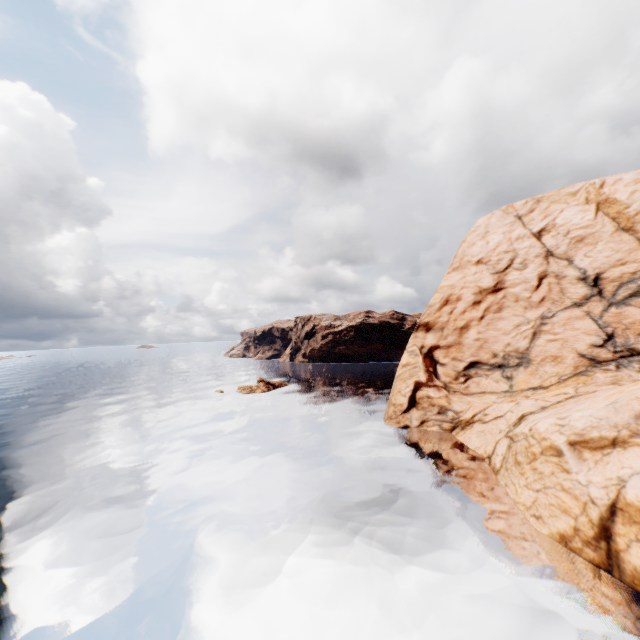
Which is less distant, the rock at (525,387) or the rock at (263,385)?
the rock at (525,387)

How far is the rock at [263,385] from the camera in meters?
55.7

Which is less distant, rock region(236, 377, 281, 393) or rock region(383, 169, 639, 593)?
rock region(383, 169, 639, 593)

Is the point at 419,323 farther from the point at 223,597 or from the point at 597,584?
the point at 223,597

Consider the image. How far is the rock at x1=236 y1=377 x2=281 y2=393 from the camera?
55.72m
